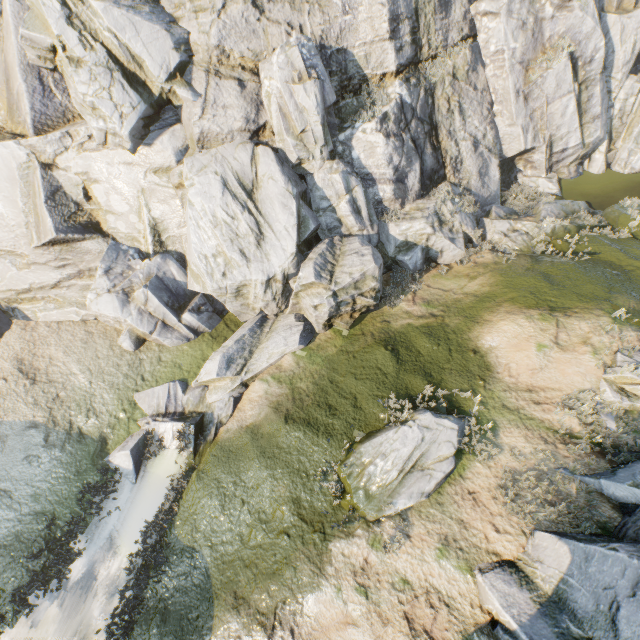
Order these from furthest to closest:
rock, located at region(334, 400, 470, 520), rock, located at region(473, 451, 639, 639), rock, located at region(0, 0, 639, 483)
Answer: rock, located at region(0, 0, 639, 483), rock, located at region(334, 400, 470, 520), rock, located at region(473, 451, 639, 639)

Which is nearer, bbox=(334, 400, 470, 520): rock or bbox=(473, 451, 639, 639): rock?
bbox=(473, 451, 639, 639): rock

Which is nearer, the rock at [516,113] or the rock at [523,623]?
the rock at [523,623]

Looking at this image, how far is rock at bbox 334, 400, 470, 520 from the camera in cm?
877

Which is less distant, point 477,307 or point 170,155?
point 477,307
